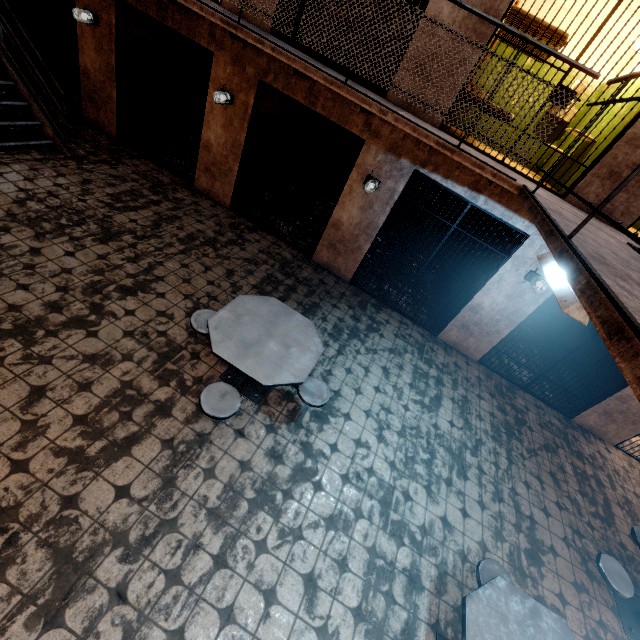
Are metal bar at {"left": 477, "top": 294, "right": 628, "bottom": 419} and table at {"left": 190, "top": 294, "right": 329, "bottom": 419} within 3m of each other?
no

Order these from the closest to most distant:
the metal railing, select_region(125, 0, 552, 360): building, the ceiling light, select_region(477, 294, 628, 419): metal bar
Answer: the metal railing, the ceiling light, select_region(125, 0, 552, 360): building, select_region(477, 294, 628, 419): metal bar

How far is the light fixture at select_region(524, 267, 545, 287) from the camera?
5.1 meters

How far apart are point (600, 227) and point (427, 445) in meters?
3.4 m

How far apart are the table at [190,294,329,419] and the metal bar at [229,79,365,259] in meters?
2.4

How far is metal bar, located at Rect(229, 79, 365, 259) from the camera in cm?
531

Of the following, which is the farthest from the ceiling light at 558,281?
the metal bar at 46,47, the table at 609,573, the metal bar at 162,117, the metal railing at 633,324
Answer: the metal bar at 46,47

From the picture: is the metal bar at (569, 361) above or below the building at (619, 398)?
above
